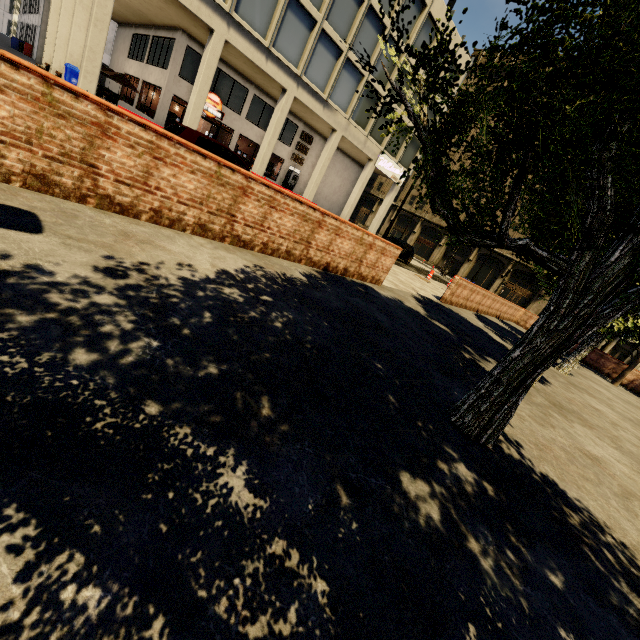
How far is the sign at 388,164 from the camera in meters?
27.6 m

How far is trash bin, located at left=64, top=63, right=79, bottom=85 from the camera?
16.4m

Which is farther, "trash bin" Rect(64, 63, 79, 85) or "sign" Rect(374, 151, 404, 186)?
"sign" Rect(374, 151, 404, 186)

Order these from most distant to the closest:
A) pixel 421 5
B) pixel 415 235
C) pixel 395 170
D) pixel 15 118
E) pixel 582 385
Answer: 1. pixel 415 235
2. pixel 395 170
3. pixel 421 5
4. pixel 582 385
5. pixel 15 118

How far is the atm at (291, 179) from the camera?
27.6 meters

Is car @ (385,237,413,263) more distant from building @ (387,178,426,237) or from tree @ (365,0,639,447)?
tree @ (365,0,639,447)

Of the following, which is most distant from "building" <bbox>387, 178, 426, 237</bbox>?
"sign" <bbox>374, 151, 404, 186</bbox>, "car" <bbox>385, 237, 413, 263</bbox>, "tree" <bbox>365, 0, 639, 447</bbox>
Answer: "tree" <bbox>365, 0, 639, 447</bbox>

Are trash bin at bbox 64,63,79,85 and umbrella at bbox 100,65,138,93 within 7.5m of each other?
yes
